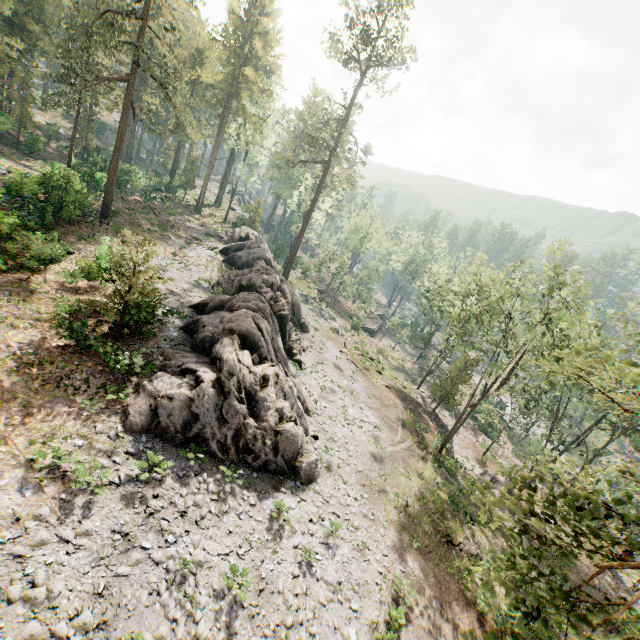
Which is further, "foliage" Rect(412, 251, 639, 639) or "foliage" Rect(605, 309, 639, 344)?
"foliage" Rect(605, 309, 639, 344)

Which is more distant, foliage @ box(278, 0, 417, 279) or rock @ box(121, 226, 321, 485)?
foliage @ box(278, 0, 417, 279)

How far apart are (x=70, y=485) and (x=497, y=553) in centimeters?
2509cm

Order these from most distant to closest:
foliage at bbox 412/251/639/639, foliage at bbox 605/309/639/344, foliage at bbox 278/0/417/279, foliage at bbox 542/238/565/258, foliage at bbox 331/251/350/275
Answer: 1. foliage at bbox 331/251/350/275
2. foliage at bbox 278/0/417/279
3. foliage at bbox 605/309/639/344
4. foliage at bbox 542/238/565/258
5. foliage at bbox 412/251/639/639

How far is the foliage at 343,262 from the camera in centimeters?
4901cm

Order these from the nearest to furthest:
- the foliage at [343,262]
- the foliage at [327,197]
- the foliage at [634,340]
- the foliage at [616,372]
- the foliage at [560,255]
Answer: the foliage at [616,372]
the foliage at [560,255]
the foliage at [634,340]
the foliage at [327,197]
the foliage at [343,262]

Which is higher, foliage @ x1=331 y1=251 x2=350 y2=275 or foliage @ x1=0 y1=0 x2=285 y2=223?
foliage @ x1=0 y1=0 x2=285 y2=223

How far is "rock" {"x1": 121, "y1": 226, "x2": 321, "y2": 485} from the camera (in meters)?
14.84
